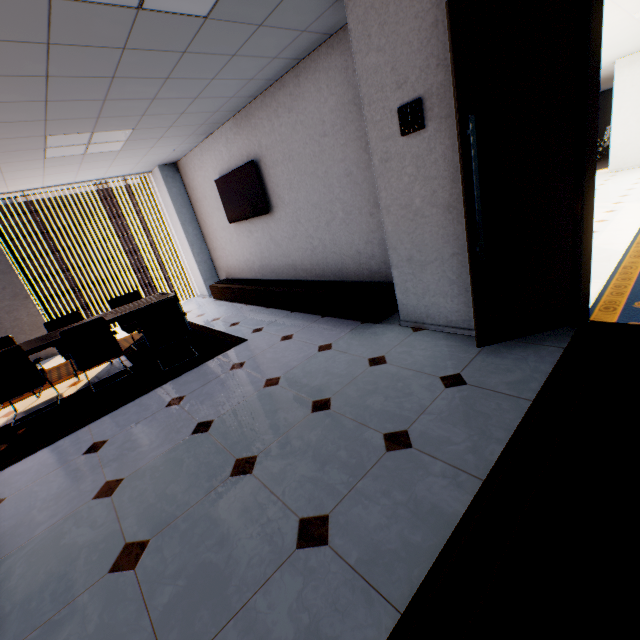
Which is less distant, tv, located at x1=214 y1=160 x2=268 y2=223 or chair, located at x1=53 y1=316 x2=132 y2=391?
chair, located at x1=53 y1=316 x2=132 y2=391

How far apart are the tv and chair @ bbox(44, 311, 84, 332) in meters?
2.9

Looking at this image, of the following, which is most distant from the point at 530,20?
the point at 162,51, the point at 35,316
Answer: the point at 35,316

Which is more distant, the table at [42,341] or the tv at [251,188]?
the tv at [251,188]

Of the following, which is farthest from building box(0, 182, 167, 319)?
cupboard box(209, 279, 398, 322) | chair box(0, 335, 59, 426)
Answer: chair box(0, 335, 59, 426)

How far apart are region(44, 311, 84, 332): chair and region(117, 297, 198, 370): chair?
1.09m

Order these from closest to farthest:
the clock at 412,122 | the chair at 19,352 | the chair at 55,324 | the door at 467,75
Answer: the door at 467,75, the clock at 412,122, the chair at 19,352, the chair at 55,324

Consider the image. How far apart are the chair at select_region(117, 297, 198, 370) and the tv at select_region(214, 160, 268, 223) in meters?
2.1
